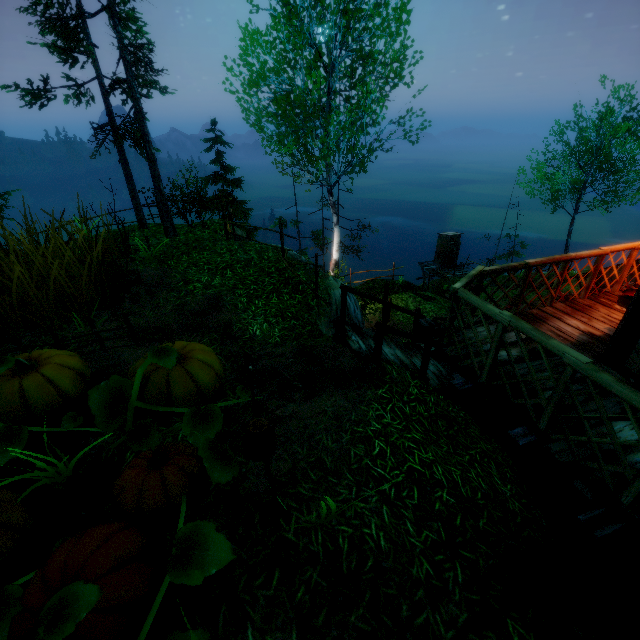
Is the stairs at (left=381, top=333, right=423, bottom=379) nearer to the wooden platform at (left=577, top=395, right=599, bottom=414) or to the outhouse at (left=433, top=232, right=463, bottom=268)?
the wooden platform at (left=577, top=395, right=599, bottom=414)

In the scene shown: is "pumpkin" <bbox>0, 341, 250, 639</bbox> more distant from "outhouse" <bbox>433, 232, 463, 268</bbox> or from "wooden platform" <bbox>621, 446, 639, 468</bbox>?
"outhouse" <bbox>433, 232, 463, 268</bbox>

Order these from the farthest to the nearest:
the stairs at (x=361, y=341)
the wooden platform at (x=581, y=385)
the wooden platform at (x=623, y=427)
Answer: the stairs at (x=361, y=341), the wooden platform at (x=581, y=385), the wooden platform at (x=623, y=427)

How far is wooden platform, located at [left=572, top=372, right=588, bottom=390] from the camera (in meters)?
4.08

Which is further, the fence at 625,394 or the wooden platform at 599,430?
the wooden platform at 599,430

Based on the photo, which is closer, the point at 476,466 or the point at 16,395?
the point at 16,395

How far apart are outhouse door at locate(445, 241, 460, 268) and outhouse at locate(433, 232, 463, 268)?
0.0m

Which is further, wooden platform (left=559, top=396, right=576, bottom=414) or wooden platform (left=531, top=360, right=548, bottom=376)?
wooden platform (left=531, top=360, right=548, bottom=376)
